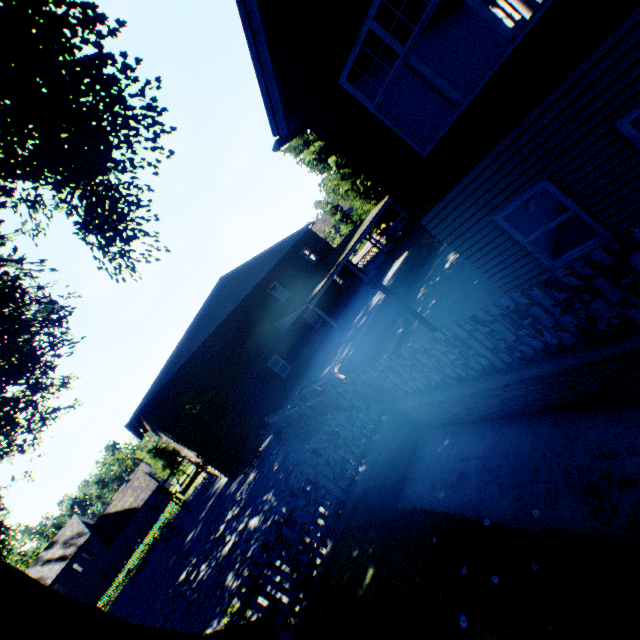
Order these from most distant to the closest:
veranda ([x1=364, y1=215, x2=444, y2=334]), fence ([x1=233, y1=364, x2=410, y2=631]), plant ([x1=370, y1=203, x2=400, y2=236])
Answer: plant ([x1=370, y1=203, x2=400, y2=236])
veranda ([x1=364, y1=215, x2=444, y2=334])
fence ([x1=233, y1=364, x2=410, y2=631])

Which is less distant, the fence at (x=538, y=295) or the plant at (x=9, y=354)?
the fence at (x=538, y=295)

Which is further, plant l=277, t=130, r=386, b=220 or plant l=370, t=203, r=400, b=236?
plant l=370, t=203, r=400, b=236

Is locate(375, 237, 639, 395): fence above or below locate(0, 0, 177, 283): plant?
below

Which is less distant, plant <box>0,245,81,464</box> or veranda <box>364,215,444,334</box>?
veranda <box>364,215,444,334</box>

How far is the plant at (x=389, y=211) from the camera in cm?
2969

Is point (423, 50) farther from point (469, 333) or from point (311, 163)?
point (311, 163)
